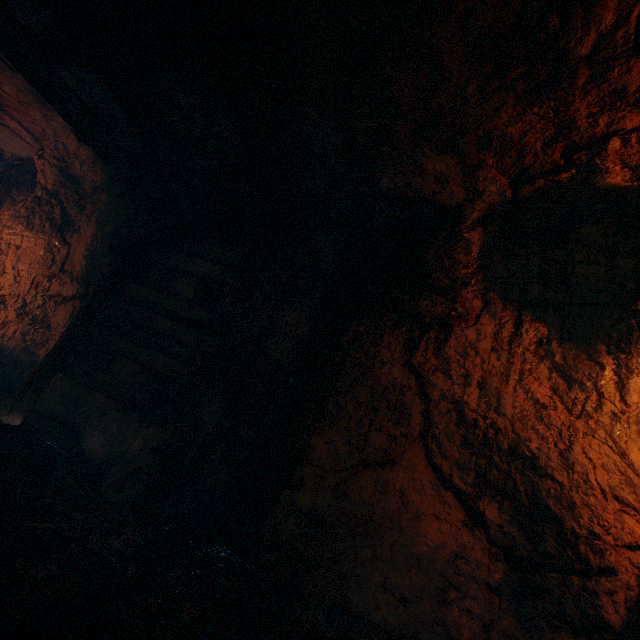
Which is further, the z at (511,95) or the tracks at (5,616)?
the z at (511,95)

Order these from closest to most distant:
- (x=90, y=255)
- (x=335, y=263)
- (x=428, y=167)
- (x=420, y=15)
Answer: (x=420, y=15) → (x=428, y=167) → (x=335, y=263) → (x=90, y=255)

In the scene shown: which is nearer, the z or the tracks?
the tracks
